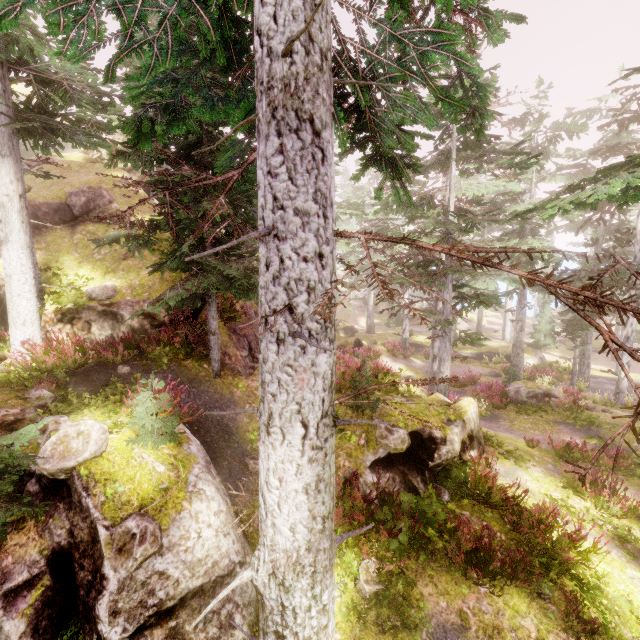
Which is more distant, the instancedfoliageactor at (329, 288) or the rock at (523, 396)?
the rock at (523, 396)

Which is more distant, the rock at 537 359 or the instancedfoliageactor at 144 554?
the rock at 537 359

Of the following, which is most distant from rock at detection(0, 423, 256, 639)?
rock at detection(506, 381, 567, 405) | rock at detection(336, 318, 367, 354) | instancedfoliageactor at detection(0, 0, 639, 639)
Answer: rock at detection(506, 381, 567, 405)

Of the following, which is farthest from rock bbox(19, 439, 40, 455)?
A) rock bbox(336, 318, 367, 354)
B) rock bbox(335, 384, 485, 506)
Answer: rock bbox(336, 318, 367, 354)

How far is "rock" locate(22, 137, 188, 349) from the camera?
9.8 meters

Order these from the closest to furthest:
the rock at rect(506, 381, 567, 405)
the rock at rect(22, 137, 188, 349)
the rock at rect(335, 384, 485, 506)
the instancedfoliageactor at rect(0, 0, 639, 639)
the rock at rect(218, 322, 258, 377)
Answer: the instancedfoliageactor at rect(0, 0, 639, 639) < the rock at rect(335, 384, 485, 506) < the rock at rect(22, 137, 188, 349) < the rock at rect(218, 322, 258, 377) < the rock at rect(506, 381, 567, 405)

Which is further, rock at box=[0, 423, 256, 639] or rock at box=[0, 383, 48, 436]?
rock at box=[0, 383, 48, 436]

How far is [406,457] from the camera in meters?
8.7
